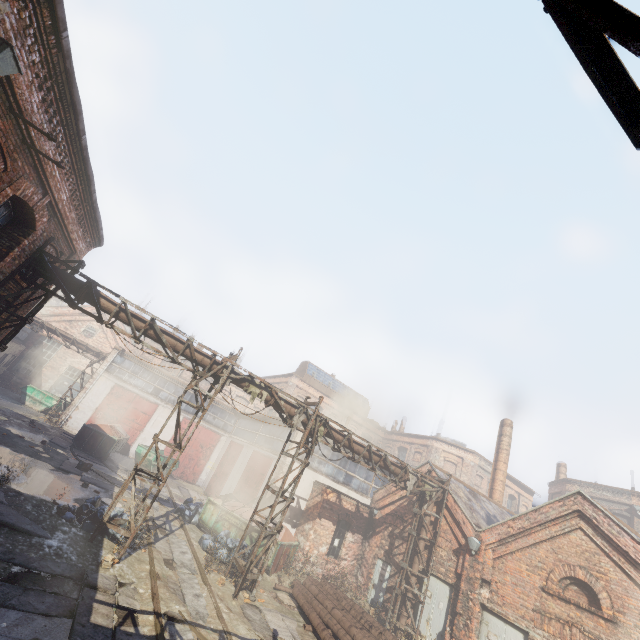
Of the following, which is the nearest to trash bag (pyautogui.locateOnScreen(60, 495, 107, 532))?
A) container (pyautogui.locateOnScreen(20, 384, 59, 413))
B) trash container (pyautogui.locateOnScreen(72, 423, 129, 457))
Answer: trash container (pyautogui.locateOnScreen(72, 423, 129, 457))

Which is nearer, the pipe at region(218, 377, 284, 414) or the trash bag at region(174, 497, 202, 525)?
the pipe at region(218, 377, 284, 414)

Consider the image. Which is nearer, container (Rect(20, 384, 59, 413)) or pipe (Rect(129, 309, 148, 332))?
pipe (Rect(129, 309, 148, 332))

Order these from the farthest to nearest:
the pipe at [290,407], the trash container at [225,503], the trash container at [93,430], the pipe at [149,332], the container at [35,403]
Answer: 1. the container at [35,403]
2. the trash container at [93,430]
3. the trash container at [225,503]
4. the pipe at [290,407]
5. the pipe at [149,332]

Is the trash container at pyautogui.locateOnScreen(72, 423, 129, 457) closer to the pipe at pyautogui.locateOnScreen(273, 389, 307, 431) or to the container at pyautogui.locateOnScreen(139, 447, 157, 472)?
the container at pyautogui.locateOnScreen(139, 447, 157, 472)

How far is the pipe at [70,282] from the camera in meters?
9.9 m

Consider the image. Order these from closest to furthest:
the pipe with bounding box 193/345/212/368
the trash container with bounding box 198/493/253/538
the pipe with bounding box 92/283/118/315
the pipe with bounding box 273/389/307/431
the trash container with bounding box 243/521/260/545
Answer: the pipe with bounding box 92/283/118/315
the pipe with bounding box 193/345/212/368
the pipe with bounding box 273/389/307/431
the trash container with bounding box 243/521/260/545
the trash container with bounding box 198/493/253/538

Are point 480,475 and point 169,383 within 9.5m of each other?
no
